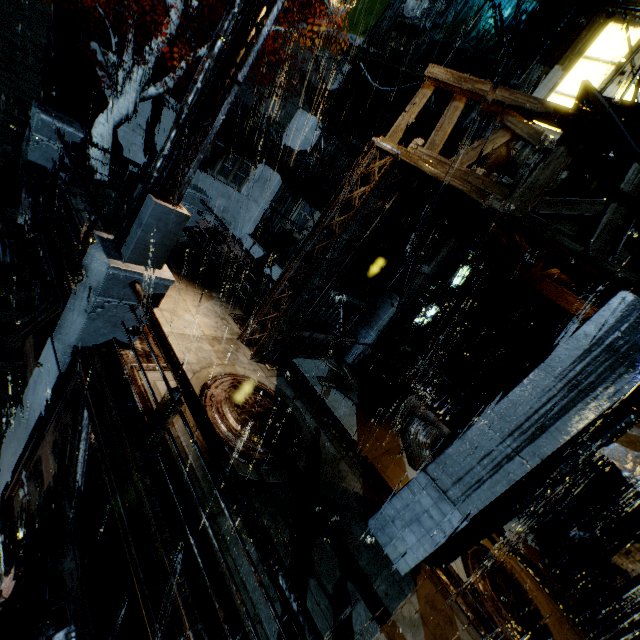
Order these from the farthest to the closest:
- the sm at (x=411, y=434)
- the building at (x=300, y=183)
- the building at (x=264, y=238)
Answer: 1. the building at (x=264, y=238)
2. the building at (x=300, y=183)
3. the sm at (x=411, y=434)

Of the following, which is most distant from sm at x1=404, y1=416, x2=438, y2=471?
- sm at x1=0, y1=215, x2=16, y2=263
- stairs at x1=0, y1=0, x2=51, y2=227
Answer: sm at x1=0, y1=215, x2=16, y2=263

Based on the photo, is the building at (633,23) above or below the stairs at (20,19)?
above

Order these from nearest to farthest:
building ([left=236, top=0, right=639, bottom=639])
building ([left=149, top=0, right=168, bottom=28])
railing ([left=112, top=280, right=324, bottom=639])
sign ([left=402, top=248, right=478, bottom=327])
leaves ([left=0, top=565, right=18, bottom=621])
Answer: railing ([left=112, top=280, right=324, bottom=639]) → building ([left=236, top=0, right=639, bottom=639]) → leaves ([left=0, top=565, right=18, bottom=621]) → sign ([left=402, top=248, right=478, bottom=327]) → building ([left=149, top=0, right=168, bottom=28])

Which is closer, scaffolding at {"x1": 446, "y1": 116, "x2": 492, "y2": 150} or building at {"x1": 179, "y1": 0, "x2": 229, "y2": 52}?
scaffolding at {"x1": 446, "y1": 116, "x2": 492, "y2": 150}

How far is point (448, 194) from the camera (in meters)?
6.73

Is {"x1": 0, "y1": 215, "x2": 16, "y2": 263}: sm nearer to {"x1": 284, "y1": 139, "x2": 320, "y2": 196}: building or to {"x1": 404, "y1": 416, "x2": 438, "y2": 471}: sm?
{"x1": 284, "y1": 139, "x2": 320, "y2": 196}: building

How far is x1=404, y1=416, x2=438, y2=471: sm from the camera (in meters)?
9.46
